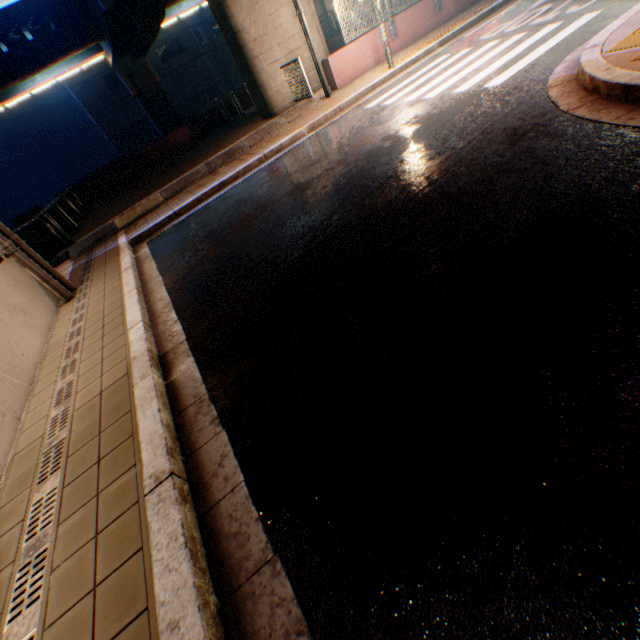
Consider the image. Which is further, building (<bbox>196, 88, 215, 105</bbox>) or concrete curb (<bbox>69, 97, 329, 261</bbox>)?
building (<bbox>196, 88, 215, 105</bbox>)

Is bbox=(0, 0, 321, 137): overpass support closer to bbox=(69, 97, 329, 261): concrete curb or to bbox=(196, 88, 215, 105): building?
bbox=(69, 97, 329, 261): concrete curb

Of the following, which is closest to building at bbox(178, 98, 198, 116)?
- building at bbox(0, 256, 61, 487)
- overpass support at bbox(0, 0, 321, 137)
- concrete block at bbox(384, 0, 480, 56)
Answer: overpass support at bbox(0, 0, 321, 137)

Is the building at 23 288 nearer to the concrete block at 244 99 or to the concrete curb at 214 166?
the concrete curb at 214 166

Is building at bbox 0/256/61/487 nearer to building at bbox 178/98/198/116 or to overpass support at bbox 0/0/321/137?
overpass support at bbox 0/0/321/137

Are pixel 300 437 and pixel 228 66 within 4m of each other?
no

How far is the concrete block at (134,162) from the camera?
17.62m

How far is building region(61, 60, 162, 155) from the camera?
38.5m
